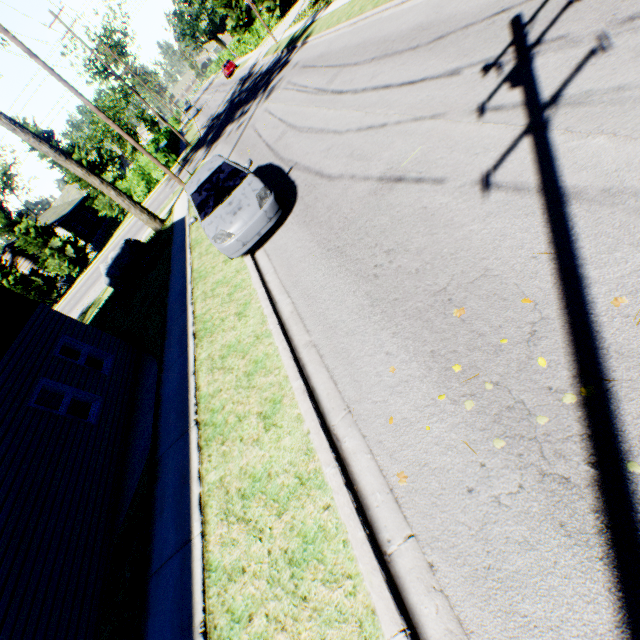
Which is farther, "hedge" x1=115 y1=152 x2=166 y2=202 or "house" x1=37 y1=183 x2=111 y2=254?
"house" x1=37 y1=183 x2=111 y2=254

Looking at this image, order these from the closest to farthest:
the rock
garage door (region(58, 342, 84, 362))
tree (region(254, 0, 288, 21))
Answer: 1. garage door (region(58, 342, 84, 362))
2. the rock
3. tree (region(254, 0, 288, 21))

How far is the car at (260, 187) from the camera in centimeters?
715cm

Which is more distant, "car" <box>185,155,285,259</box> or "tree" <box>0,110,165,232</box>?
"tree" <box>0,110,165,232</box>

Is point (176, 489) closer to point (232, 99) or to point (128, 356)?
point (128, 356)

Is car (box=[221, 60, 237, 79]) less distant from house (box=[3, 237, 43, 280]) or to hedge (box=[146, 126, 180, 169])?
hedge (box=[146, 126, 180, 169])

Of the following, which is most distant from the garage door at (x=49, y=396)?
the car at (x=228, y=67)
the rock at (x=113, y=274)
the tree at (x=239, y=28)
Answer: the car at (x=228, y=67)

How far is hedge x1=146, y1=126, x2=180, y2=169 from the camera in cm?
3059
